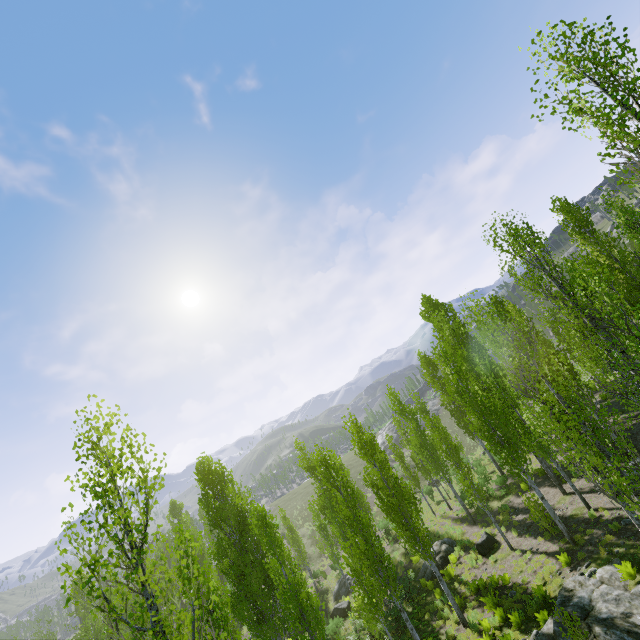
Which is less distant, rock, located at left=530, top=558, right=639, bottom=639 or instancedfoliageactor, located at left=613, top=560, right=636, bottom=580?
rock, located at left=530, top=558, right=639, bottom=639

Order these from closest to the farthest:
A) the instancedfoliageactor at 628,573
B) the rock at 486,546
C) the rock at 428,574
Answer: the instancedfoliageactor at 628,573 → the rock at 486,546 → the rock at 428,574

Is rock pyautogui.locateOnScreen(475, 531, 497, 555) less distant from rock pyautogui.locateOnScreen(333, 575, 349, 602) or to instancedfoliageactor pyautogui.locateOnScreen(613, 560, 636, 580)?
instancedfoliageactor pyautogui.locateOnScreen(613, 560, 636, 580)

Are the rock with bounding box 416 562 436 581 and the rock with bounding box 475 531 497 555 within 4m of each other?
yes

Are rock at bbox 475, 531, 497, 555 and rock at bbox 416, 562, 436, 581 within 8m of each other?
yes

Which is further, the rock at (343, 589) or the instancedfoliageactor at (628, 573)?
the rock at (343, 589)

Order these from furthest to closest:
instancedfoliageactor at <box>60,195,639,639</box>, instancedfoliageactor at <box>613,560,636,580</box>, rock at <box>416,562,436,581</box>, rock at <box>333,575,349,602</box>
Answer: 1. rock at <box>333,575,349,602</box>
2. rock at <box>416,562,436,581</box>
3. instancedfoliageactor at <box>613,560,636,580</box>
4. instancedfoliageactor at <box>60,195,639,639</box>

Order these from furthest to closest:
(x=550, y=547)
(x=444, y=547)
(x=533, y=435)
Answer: (x=444, y=547)
(x=533, y=435)
(x=550, y=547)
